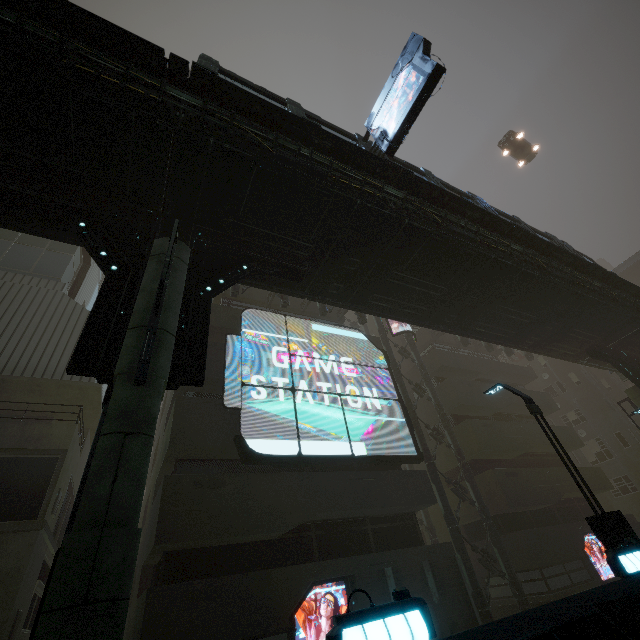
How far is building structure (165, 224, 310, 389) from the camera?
6.3 meters

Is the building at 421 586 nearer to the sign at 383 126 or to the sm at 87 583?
the sign at 383 126

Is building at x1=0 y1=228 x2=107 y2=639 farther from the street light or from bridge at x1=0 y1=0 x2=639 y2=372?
bridge at x1=0 y1=0 x2=639 y2=372

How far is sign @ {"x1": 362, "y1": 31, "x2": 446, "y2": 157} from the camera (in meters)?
8.66

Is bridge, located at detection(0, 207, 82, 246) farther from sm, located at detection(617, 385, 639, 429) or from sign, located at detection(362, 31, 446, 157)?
sm, located at detection(617, 385, 639, 429)

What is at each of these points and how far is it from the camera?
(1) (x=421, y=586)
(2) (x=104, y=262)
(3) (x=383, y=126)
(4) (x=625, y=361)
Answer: (1) building, 12.2m
(2) building structure, 7.1m
(3) sign, 10.1m
(4) building structure, 18.7m

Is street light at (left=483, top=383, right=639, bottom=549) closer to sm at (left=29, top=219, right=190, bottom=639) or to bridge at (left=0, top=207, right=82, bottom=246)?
bridge at (left=0, top=207, right=82, bottom=246)

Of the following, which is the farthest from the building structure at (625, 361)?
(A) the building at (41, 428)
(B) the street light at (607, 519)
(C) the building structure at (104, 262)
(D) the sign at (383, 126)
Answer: (C) the building structure at (104, 262)
